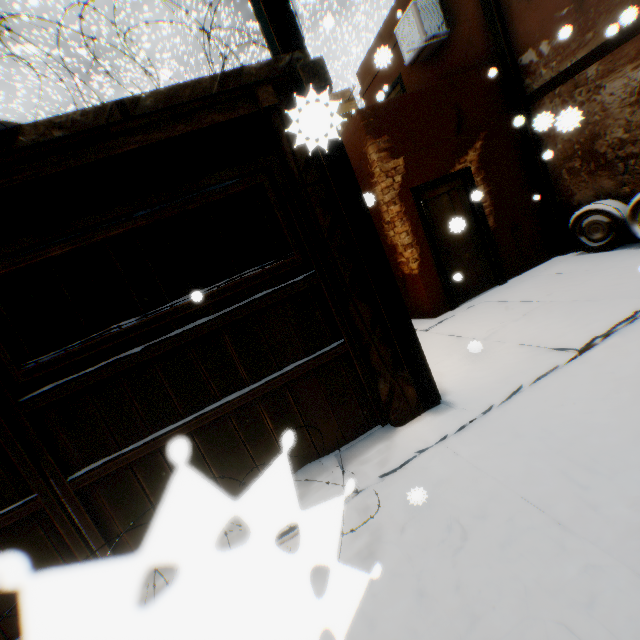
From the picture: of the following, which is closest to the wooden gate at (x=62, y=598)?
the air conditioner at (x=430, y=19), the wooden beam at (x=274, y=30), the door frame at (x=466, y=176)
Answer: the wooden beam at (x=274, y=30)

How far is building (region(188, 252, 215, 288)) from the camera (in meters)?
8.14

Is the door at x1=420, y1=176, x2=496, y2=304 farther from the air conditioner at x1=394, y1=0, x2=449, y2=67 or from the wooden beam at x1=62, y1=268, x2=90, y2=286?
the air conditioner at x1=394, y1=0, x2=449, y2=67

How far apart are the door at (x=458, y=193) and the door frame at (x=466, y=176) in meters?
0.0

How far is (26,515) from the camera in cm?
266

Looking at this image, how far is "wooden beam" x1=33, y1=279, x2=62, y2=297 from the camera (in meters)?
5.61

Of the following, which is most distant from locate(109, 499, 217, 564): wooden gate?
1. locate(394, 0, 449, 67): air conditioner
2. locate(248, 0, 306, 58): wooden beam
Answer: locate(394, 0, 449, 67): air conditioner

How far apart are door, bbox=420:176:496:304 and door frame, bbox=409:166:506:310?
0.0m
